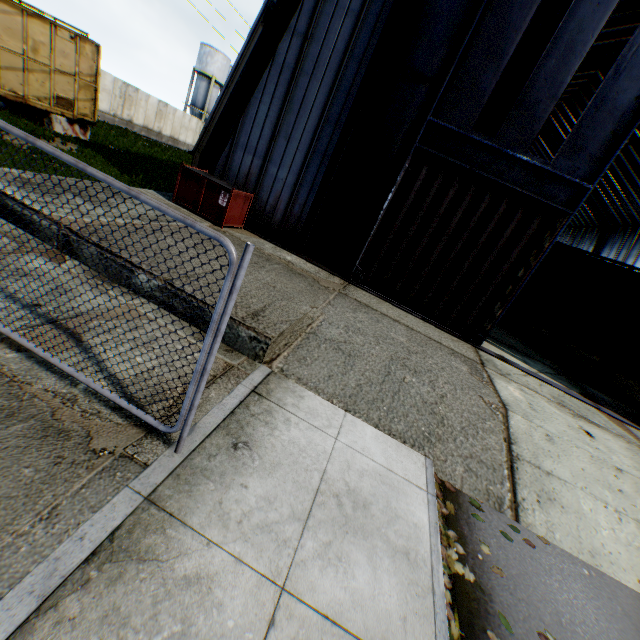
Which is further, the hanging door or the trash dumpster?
the trash dumpster

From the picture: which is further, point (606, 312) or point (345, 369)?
point (606, 312)

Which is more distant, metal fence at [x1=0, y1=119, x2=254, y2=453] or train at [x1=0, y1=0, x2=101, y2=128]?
train at [x1=0, y1=0, x2=101, y2=128]

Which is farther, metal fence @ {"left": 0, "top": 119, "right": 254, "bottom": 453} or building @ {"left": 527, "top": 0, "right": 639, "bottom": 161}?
building @ {"left": 527, "top": 0, "right": 639, "bottom": 161}

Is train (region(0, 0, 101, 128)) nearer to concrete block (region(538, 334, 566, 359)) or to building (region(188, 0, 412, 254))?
building (region(188, 0, 412, 254))

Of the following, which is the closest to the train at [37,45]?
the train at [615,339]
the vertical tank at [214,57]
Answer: the train at [615,339]

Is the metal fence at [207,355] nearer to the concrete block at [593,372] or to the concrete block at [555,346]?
the concrete block at [555,346]

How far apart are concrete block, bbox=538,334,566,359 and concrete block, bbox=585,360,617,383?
1.22m
